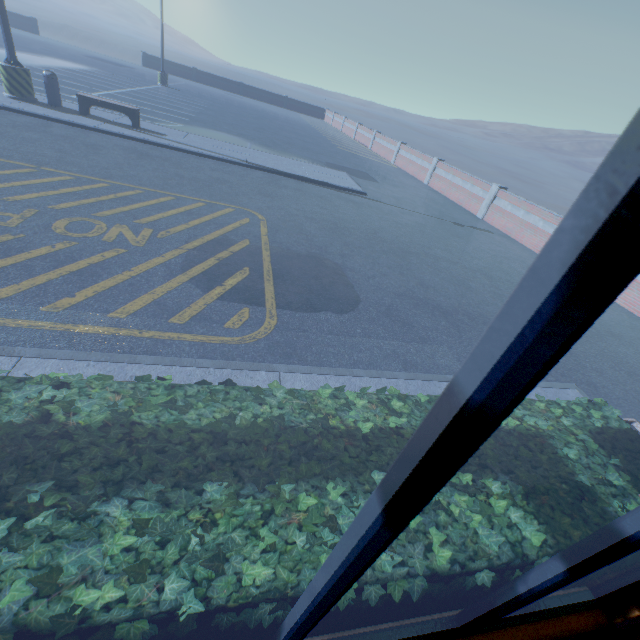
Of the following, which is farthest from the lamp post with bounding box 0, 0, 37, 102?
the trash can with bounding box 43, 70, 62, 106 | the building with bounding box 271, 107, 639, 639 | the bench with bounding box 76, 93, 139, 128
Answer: the building with bounding box 271, 107, 639, 639

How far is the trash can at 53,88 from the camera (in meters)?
10.45

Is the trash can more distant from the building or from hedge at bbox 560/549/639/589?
hedge at bbox 560/549/639/589

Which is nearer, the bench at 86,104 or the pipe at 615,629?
the pipe at 615,629

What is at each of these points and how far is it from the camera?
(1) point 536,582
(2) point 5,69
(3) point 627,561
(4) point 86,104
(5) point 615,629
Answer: Answer:
(1) building, 1.40m
(2) lamp post, 9.84m
(3) hedge, 1.69m
(4) bench, 10.77m
(5) pipe, 1.92m

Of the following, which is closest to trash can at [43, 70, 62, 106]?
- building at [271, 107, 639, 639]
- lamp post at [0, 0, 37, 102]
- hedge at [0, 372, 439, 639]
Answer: lamp post at [0, 0, 37, 102]

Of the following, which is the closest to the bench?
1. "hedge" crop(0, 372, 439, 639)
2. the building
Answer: the building
